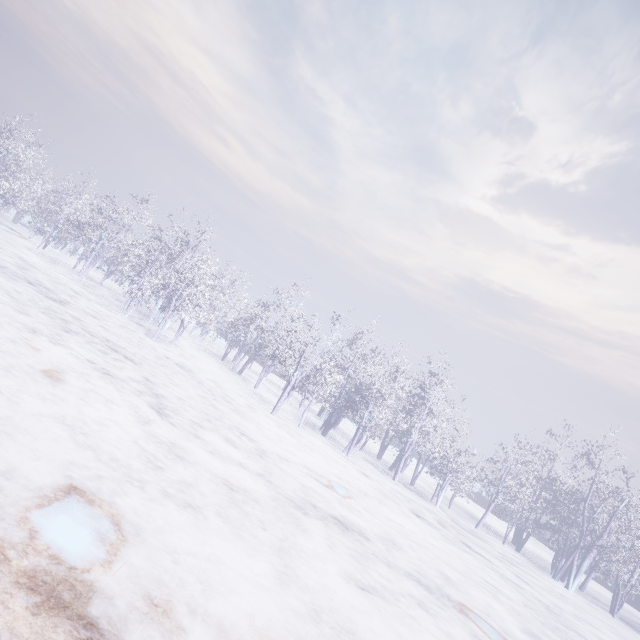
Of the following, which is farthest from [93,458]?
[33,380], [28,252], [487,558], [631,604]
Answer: [631,604]
